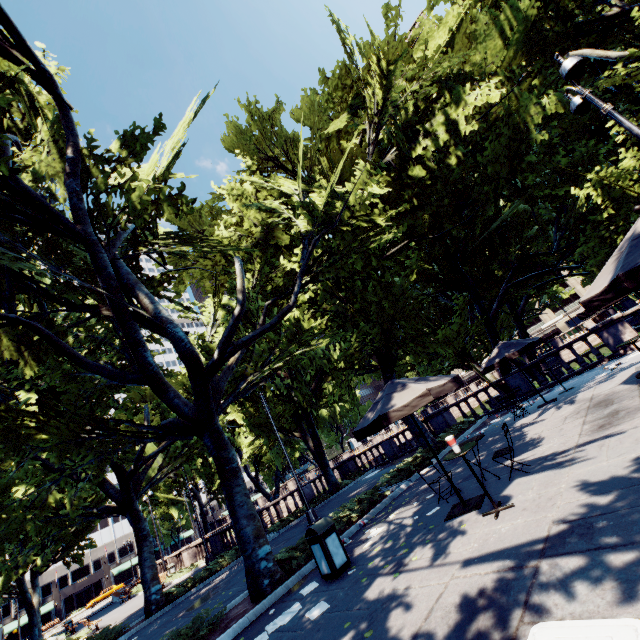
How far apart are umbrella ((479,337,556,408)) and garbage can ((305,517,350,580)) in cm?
960

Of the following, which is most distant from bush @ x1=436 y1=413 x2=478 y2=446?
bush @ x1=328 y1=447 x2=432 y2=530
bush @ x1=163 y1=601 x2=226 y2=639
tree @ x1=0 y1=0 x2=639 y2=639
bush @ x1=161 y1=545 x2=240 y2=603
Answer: bush @ x1=161 y1=545 x2=240 y2=603

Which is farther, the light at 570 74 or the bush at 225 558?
the bush at 225 558

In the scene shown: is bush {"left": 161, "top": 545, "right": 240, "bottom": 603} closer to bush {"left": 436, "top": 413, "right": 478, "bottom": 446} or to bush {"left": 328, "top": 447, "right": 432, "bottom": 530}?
bush {"left": 328, "top": 447, "right": 432, "bottom": 530}

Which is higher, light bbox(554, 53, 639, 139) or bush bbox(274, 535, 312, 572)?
→ light bbox(554, 53, 639, 139)

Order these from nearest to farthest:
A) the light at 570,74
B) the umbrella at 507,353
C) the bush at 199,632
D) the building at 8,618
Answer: the bush at 199,632 < the light at 570,74 < the umbrella at 507,353 < the building at 8,618

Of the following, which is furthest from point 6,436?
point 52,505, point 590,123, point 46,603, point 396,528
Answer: point 46,603

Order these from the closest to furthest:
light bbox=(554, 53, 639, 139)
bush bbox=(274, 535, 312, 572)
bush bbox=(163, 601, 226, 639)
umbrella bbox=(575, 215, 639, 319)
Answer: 1. umbrella bbox=(575, 215, 639, 319)
2. bush bbox=(163, 601, 226, 639)
3. light bbox=(554, 53, 639, 139)
4. bush bbox=(274, 535, 312, 572)
